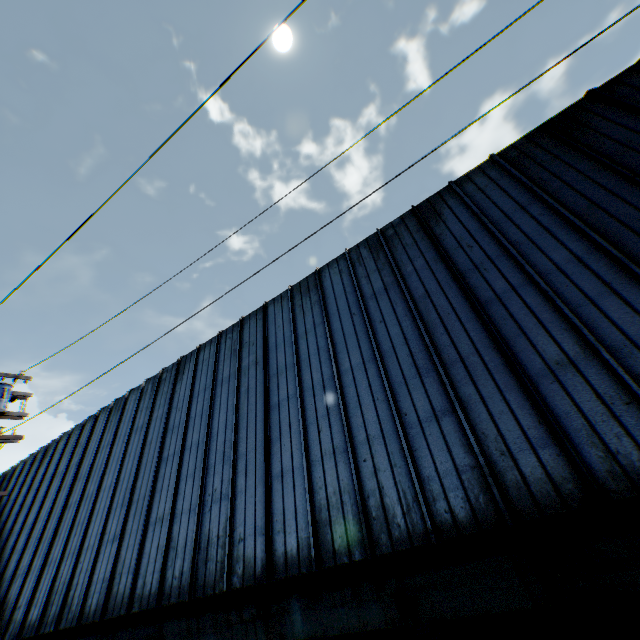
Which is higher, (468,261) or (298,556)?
(468,261)

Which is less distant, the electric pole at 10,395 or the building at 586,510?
the building at 586,510

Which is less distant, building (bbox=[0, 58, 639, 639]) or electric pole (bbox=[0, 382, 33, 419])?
building (bbox=[0, 58, 639, 639])
